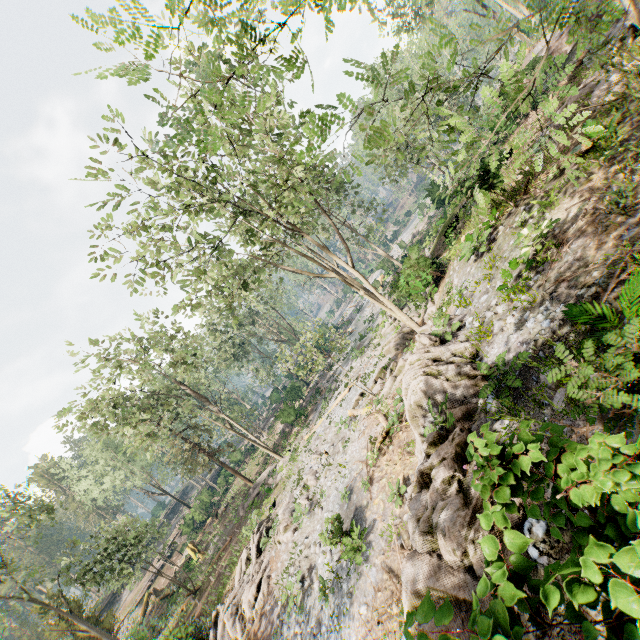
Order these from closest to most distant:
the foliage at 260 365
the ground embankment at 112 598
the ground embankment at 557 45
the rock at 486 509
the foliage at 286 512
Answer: the rock at 486 509 < the foliage at 286 512 < the ground embankment at 557 45 < the foliage at 260 365 < the ground embankment at 112 598

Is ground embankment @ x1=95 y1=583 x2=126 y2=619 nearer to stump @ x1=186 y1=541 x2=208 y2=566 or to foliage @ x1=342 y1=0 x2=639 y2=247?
foliage @ x1=342 y1=0 x2=639 y2=247

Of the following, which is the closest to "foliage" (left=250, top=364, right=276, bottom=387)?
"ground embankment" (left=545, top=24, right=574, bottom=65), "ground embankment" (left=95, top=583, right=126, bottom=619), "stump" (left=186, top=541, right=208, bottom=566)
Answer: "ground embankment" (left=545, top=24, right=574, bottom=65)

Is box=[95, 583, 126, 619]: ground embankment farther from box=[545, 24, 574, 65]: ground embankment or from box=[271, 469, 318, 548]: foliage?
box=[545, 24, 574, 65]: ground embankment

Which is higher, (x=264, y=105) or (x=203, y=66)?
(x=203, y=66)

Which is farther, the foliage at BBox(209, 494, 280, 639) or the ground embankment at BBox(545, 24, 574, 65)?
the ground embankment at BBox(545, 24, 574, 65)

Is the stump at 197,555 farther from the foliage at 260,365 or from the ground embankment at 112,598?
the ground embankment at 112,598

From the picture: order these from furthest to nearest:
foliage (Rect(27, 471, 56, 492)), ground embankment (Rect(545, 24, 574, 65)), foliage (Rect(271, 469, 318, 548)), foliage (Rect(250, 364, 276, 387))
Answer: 1. foliage (Rect(27, 471, 56, 492))
2. foliage (Rect(250, 364, 276, 387))
3. ground embankment (Rect(545, 24, 574, 65))
4. foliage (Rect(271, 469, 318, 548))
